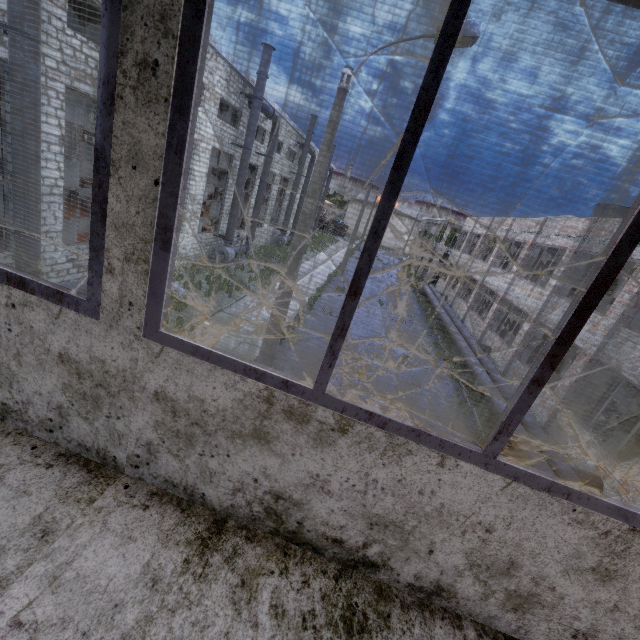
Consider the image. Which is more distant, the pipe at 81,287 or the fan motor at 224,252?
the fan motor at 224,252

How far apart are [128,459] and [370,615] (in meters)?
1.34

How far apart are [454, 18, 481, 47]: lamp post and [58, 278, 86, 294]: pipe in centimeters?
691cm

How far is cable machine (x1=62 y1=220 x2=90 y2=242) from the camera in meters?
14.5 m

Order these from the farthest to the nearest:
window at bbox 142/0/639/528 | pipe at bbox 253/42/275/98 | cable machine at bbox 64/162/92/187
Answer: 1. cable machine at bbox 64/162/92/187
2. pipe at bbox 253/42/275/98
3. window at bbox 142/0/639/528

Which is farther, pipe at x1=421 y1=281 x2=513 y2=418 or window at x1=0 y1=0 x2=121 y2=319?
pipe at x1=421 y1=281 x2=513 y2=418

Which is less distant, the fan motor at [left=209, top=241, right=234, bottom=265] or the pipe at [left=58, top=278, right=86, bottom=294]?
the pipe at [left=58, top=278, right=86, bottom=294]

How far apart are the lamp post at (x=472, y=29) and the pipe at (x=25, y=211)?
6.98m
